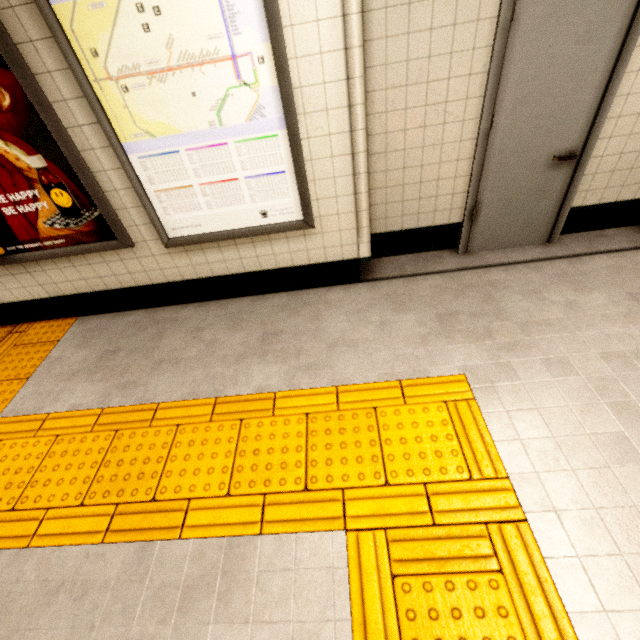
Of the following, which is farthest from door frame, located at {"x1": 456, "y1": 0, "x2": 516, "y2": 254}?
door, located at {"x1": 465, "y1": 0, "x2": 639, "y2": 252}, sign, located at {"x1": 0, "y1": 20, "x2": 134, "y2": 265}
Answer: sign, located at {"x1": 0, "y1": 20, "x2": 134, "y2": 265}

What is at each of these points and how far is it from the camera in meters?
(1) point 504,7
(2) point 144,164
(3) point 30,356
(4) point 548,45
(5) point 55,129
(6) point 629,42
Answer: (1) door frame, 2.0 m
(2) sign, 2.3 m
(3) groundtactileadastrip, 3.0 m
(4) door, 2.2 m
(5) sign, 2.1 m
(6) door frame, 2.2 m

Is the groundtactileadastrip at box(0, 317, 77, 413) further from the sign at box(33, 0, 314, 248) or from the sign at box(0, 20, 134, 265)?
the sign at box(33, 0, 314, 248)

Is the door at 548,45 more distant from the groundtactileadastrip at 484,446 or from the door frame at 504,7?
the groundtactileadastrip at 484,446

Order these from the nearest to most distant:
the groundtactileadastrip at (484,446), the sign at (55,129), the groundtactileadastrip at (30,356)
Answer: the groundtactileadastrip at (484,446) < the sign at (55,129) < the groundtactileadastrip at (30,356)

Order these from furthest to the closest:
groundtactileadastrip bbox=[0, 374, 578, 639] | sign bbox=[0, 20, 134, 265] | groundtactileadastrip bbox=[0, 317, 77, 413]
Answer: groundtactileadastrip bbox=[0, 317, 77, 413], sign bbox=[0, 20, 134, 265], groundtactileadastrip bbox=[0, 374, 578, 639]

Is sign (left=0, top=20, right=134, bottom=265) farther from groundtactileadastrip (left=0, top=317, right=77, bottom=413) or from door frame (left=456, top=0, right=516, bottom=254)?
door frame (left=456, top=0, right=516, bottom=254)
